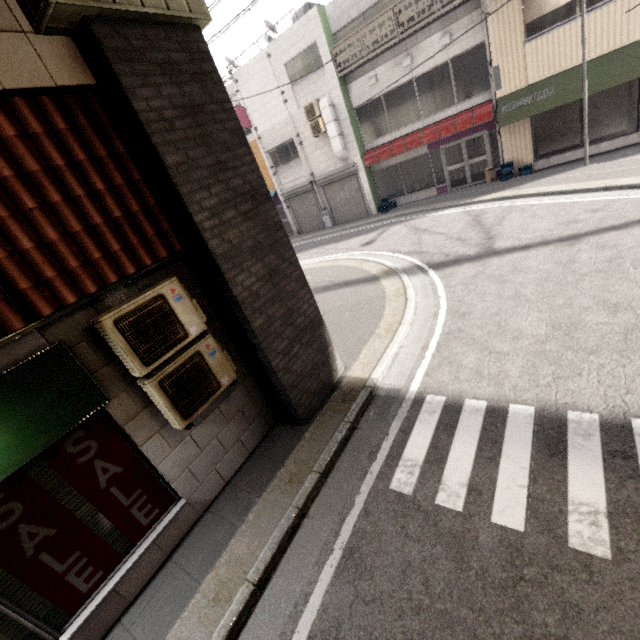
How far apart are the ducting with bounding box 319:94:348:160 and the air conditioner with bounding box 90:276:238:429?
14.49m

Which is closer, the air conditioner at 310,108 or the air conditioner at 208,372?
the air conditioner at 208,372

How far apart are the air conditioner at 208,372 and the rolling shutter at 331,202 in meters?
14.6 m

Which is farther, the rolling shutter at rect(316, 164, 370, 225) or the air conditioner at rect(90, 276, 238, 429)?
the rolling shutter at rect(316, 164, 370, 225)

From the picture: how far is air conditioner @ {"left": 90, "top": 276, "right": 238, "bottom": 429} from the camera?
3.3m

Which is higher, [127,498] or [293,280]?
[293,280]

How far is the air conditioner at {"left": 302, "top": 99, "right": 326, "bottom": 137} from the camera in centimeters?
1538cm

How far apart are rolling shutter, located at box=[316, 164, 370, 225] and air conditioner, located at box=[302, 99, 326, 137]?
2.0m
